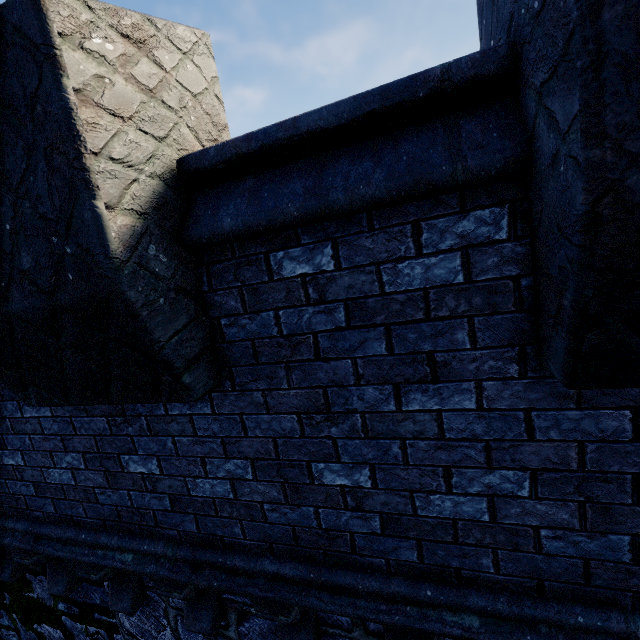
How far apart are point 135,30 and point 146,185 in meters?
0.8 m
